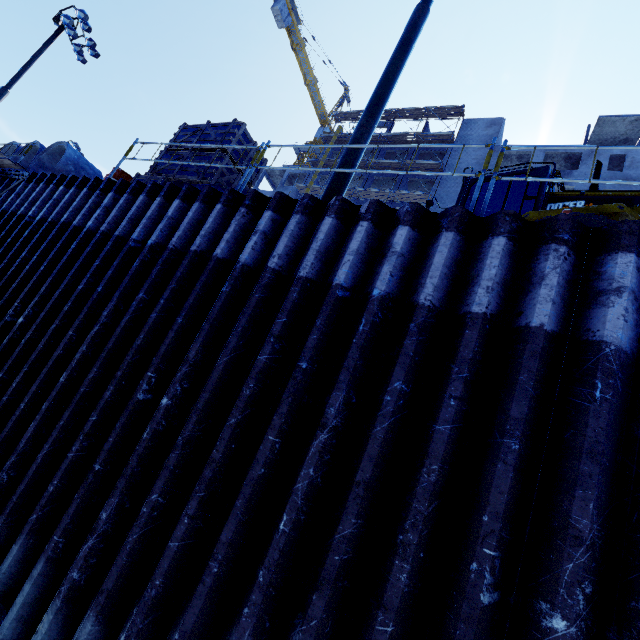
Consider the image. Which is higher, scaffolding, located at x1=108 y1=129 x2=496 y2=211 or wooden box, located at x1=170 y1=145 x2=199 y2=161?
scaffolding, located at x1=108 y1=129 x2=496 y2=211

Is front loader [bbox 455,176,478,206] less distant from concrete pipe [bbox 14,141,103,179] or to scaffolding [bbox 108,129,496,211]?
concrete pipe [bbox 14,141,103,179]

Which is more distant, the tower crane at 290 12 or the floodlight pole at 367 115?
the tower crane at 290 12

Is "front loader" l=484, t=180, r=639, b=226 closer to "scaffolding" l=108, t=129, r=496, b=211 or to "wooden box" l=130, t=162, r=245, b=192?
"wooden box" l=130, t=162, r=245, b=192

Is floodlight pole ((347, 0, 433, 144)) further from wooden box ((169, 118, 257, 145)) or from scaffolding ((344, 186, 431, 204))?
scaffolding ((344, 186, 431, 204))

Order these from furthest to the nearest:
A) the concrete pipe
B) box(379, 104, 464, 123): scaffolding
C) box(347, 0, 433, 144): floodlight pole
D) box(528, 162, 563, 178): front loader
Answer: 1. box(379, 104, 464, 123): scaffolding
2. the concrete pipe
3. box(528, 162, 563, 178): front loader
4. box(347, 0, 433, 144): floodlight pole

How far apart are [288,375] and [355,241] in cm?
177

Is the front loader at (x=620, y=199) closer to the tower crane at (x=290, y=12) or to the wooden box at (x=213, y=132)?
the wooden box at (x=213, y=132)
